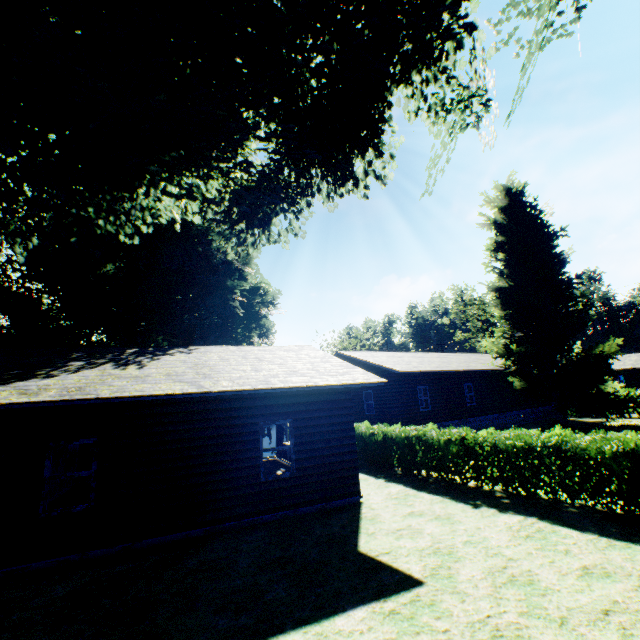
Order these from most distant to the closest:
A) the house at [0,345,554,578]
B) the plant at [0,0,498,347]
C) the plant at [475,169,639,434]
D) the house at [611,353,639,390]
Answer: the house at [611,353,639,390], the plant at [475,169,639,434], the house at [0,345,554,578], the plant at [0,0,498,347]

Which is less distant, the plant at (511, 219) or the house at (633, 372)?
the plant at (511, 219)

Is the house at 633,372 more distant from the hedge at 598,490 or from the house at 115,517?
the house at 115,517

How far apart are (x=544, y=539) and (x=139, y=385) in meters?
9.8

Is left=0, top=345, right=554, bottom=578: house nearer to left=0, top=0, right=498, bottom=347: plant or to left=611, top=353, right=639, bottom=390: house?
left=0, top=0, right=498, bottom=347: plant

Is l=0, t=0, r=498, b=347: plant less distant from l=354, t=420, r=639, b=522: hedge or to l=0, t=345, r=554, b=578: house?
l=354, t=420, r=639, b=522: hedge

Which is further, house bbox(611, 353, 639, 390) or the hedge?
house bbox(611, 353, 639, 390)

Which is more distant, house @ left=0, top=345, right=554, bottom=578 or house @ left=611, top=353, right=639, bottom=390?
house @ left=611, top=353, right=639, bottom=390
